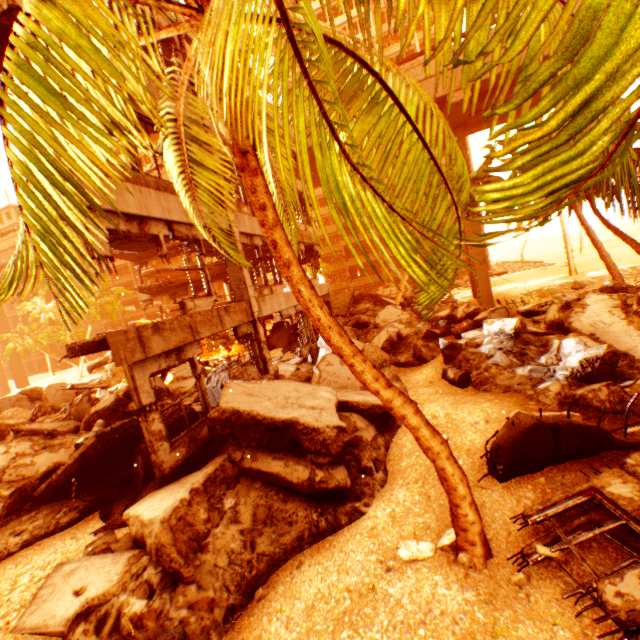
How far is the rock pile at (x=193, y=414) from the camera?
8.0 meters

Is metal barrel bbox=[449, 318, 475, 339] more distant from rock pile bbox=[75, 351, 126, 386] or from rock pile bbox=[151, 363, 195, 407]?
rock pile bbox=[75, 351, 126, 386]

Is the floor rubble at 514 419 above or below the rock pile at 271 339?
below

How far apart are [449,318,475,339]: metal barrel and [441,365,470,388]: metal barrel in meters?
2.9

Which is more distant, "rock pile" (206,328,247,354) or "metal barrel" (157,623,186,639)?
"rock pile" (206,328,247,354)

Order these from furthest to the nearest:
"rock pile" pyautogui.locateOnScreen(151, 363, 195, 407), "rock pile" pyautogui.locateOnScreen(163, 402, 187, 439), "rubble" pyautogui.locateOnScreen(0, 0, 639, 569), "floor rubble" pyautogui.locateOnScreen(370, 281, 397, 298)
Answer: "floor rubble" pyautogui.locateOnScreen(370, 281, 397, 298) < "rock pile" pyautogui.locateOnScreen(151, 363, 195, 407) < "rock pile" pyautogui.locateOnScreen(163, 402, 187, 439) < "rubble" pyautogui.locateOnScreen(0, 0, 639, 569)

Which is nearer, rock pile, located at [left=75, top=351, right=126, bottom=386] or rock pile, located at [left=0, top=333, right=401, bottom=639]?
rock pile, located at [left=0, top=333, right=401, bottom=639]

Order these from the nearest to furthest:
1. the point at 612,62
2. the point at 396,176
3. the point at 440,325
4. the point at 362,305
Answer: the point at 612,62
the point at 396,176
the point at 440,325
the point at 362,305
